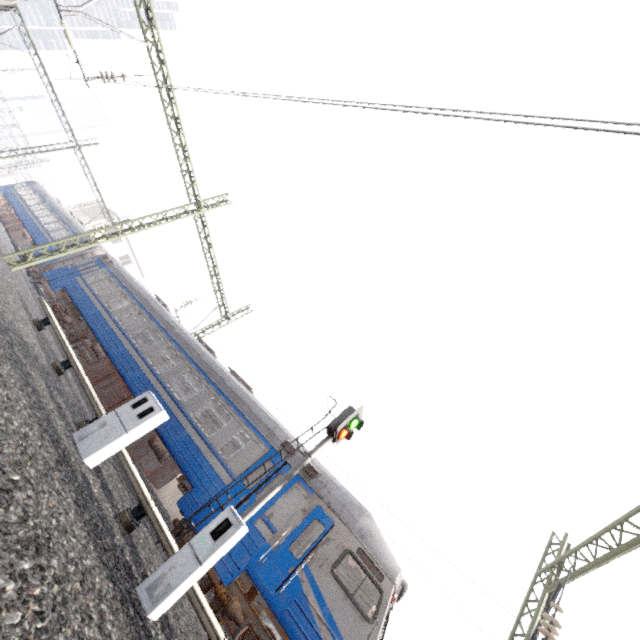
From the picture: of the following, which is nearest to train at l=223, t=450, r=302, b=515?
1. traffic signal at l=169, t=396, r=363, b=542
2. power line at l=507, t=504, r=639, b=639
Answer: traffic signal at l=169, t=396, r=363, b=542

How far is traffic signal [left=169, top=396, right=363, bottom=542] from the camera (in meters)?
7.70

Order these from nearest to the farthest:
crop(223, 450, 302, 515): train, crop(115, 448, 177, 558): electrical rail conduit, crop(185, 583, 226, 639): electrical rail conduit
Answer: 1. crop(185, 583, 226, 639): electrical rail conduit
2. crop(115, 448, 177, 558): electrical rail conduit
3. crop(223, 450, 302, 515): train

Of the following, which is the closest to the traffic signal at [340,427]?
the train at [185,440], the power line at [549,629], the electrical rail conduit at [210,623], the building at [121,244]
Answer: the train at [185,440]

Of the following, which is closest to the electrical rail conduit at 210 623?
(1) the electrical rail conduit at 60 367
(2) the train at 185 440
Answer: (1) the electrical rail conduit at 60 367

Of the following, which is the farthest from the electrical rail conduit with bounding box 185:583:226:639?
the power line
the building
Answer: the building

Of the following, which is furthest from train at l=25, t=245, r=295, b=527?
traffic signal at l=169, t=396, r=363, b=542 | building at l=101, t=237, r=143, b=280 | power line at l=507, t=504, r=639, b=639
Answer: power line at l=507, t=504, r=639, b=639

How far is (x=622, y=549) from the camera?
7.7m
